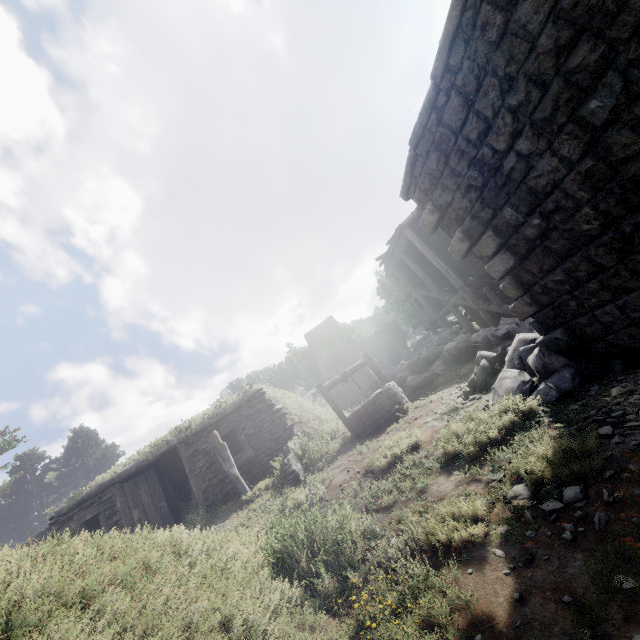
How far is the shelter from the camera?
10.88m

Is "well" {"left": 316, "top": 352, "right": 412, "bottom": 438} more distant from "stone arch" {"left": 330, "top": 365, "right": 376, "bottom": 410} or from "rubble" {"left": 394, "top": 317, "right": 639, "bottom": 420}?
"stone arch" {"left": 330, "top": 365, "right": 376, "bottom": 410}

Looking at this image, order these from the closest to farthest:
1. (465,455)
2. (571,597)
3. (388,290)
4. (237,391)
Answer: (571,597), (465,455), (237,391), (388,290)

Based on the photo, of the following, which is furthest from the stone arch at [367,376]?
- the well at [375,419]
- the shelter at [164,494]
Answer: the well at [375,419]

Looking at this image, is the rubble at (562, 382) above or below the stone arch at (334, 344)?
below

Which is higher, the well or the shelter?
the shelter

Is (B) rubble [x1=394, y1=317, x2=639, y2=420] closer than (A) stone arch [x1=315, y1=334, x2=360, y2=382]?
Yes

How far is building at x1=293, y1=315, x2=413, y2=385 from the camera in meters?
36.2
